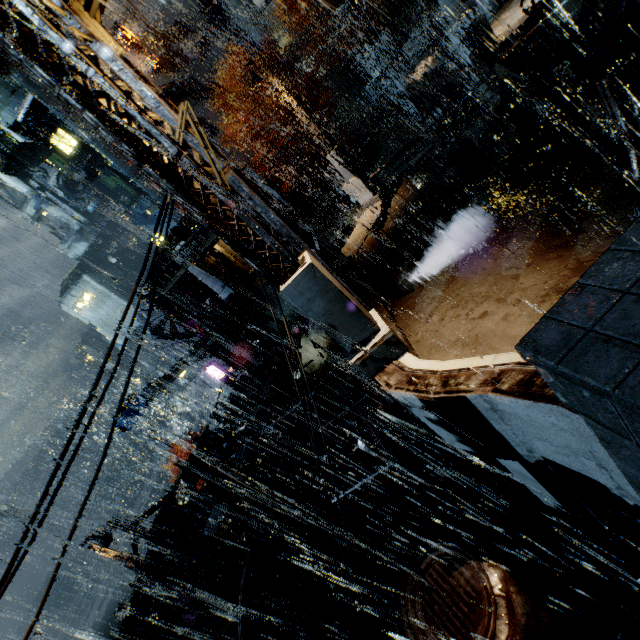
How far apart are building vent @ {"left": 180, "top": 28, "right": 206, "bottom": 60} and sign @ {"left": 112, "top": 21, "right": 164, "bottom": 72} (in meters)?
3.70

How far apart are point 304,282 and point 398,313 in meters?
4.3

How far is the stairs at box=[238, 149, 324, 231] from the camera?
33.2m

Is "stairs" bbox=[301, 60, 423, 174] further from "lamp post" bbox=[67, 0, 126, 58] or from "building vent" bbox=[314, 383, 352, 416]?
"lamp post" bbox=[67, 0, 126, 58]

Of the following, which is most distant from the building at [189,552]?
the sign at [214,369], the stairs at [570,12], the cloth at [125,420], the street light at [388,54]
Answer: the cloth at [125,420]

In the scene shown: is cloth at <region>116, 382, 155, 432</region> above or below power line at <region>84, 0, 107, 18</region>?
below

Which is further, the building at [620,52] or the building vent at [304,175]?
the building vent at [304,175]

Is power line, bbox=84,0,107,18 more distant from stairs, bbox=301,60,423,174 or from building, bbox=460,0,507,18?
stairs, bbox=301,60,423,174
